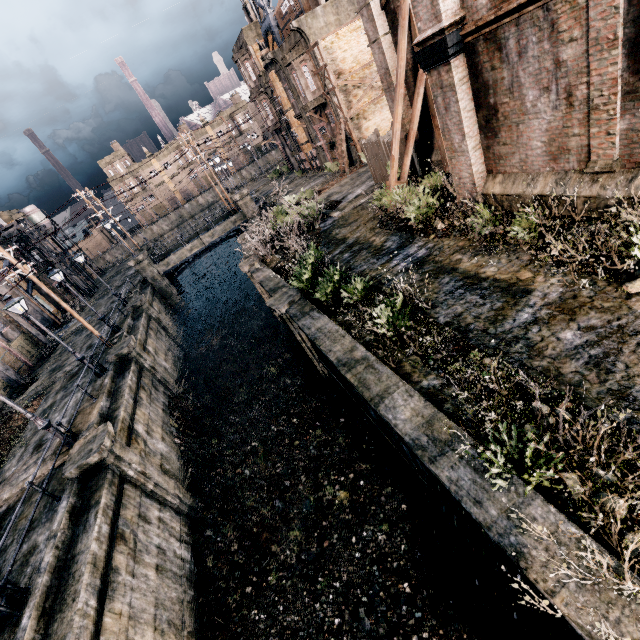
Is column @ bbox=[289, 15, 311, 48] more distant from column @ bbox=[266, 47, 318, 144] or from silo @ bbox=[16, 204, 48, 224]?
silo @ bbox=[16, 204, 48, 224]

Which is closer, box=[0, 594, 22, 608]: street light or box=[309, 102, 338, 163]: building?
box=[0, 594, 22, 608]: street light

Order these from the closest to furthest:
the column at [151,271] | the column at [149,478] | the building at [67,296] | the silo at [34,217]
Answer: the column at [149,478]
the column at [151,271]
the building at [67,296]
the silo at [34,217]

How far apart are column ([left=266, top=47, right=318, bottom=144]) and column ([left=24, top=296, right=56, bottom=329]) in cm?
3605

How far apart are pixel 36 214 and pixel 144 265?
31.13m

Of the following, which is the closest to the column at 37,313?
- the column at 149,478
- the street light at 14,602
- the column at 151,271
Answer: the column at 151,271

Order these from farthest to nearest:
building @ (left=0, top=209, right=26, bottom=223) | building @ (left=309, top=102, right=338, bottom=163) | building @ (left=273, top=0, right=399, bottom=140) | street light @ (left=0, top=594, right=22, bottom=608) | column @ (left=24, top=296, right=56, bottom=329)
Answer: building @ (left=0, top=209, right=26, bottom=223) → column @ (left=24, top=296, right=56, bottom=329) → building @ (left=309, top=102, right=338, bottom=163) → building @ (left=273, top=0, right=399, bottom=140) → street light @ (left=0, top=594, right=22, bottom=608)

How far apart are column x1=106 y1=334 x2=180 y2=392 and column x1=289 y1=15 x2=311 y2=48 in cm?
2734
